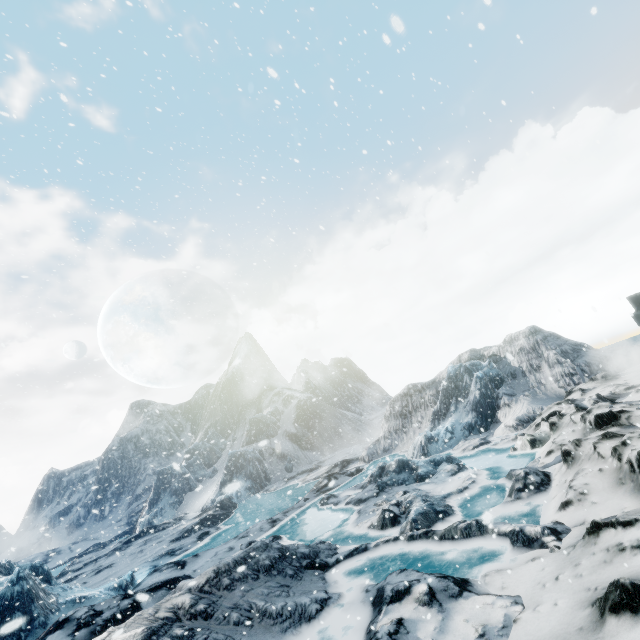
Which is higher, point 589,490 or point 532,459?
point 589,490
